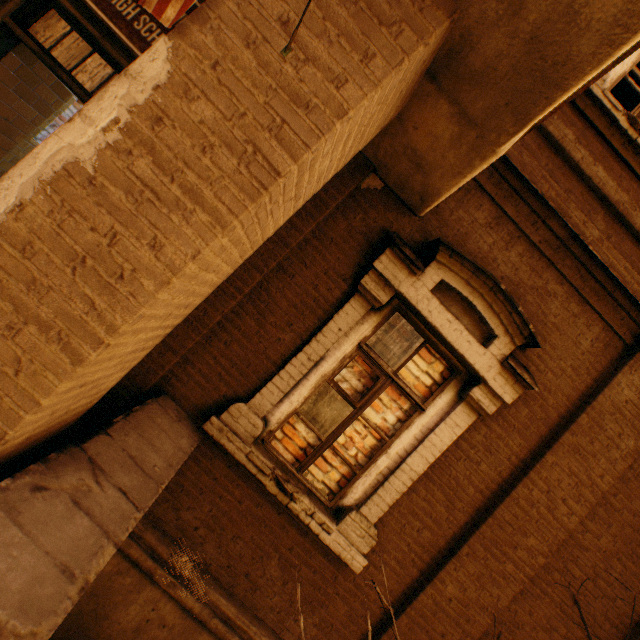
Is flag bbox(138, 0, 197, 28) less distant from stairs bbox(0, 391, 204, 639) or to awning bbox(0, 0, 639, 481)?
awning bbox(0, 0, 639, 481)

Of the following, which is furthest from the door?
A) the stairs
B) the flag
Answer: the flag

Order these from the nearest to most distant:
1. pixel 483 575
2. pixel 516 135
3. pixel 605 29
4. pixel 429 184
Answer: pixel 605 29 < pixel 516 135 < pixel 429 184 < pixel 483 575

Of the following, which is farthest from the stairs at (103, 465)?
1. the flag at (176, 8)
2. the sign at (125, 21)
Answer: the sign at (125, 21)

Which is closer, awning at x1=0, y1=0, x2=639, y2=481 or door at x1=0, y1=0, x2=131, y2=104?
awning at x1=0, y1=0, x2=639, y2=481

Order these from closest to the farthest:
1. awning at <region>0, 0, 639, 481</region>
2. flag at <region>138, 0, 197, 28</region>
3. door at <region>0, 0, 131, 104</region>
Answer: flag at <region>138, 0, 197, 28</region> < awning at <region>0, 0, 639, 481</region> < door at <region>0, 0, 131, 104</region>

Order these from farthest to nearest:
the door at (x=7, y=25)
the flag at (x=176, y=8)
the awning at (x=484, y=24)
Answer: the door at (x=7, y=25) < the awning at (x=484, y=24) < the flag at (x=176, y=8)

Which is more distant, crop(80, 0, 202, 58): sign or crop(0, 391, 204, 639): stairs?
crop(80, 0, 202, 58): sign
